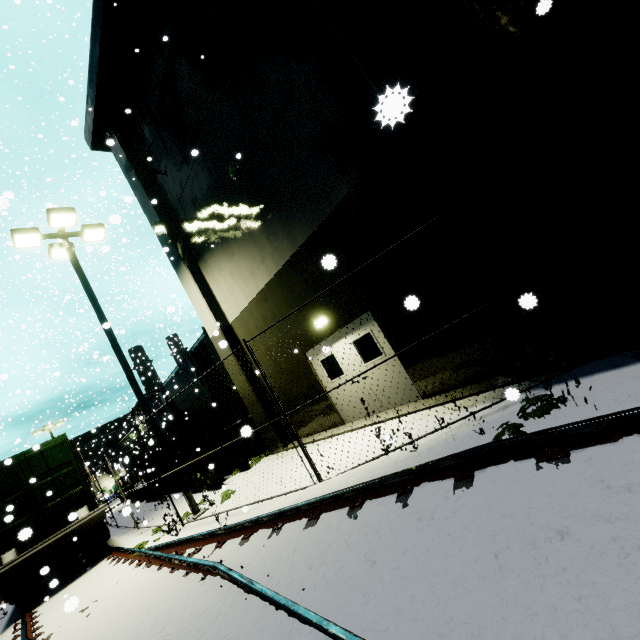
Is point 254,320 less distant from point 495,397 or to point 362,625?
point 495,397

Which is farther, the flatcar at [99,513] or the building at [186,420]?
the building at [186,420]

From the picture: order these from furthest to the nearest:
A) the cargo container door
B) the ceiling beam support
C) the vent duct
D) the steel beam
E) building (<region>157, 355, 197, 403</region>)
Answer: building (<region>157, 355, 197, 403</region>) < the ceiling beam support < the steel beam < the cargo container door < the vent duct

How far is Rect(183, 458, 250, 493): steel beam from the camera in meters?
11.6 m

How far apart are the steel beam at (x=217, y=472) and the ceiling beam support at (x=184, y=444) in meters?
0.5

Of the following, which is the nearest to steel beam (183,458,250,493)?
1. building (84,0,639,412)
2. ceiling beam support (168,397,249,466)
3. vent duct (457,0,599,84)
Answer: ceiling beam support (168,397,249,466)

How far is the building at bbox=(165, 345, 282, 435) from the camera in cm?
1180

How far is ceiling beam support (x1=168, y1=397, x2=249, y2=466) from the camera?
12.9 meters
